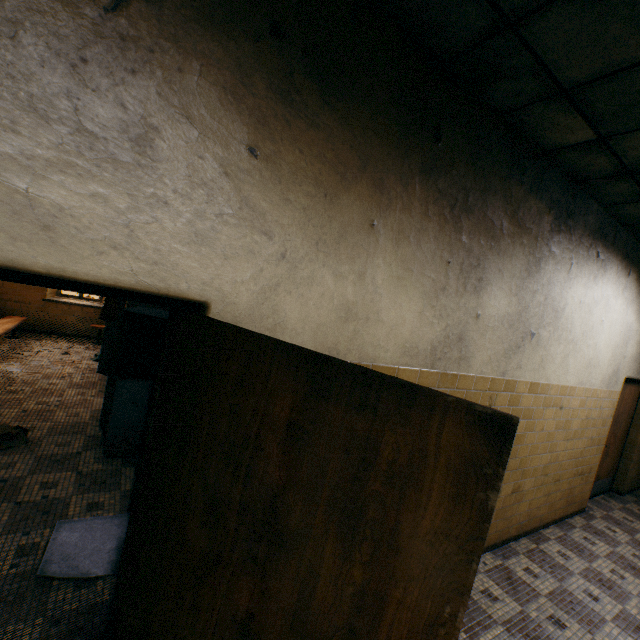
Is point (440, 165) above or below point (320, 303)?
above

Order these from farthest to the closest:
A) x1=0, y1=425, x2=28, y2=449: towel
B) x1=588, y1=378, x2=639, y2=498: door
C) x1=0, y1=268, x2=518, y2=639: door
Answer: x1=588, y1=378, x2=639, y2=498: door < x1=0, y1=425, x2=28, y2=449: towel < x1=0, y1=268, x2=518, y2=639: door

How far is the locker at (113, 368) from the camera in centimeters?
362cm

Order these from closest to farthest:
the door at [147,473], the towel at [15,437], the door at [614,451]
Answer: the door at [147,473] → the towel at [15,437] → the door at [614,451]

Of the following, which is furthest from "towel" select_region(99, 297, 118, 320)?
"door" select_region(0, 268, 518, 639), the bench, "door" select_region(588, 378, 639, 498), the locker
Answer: "door" select_region(588, 378, 639, 498)

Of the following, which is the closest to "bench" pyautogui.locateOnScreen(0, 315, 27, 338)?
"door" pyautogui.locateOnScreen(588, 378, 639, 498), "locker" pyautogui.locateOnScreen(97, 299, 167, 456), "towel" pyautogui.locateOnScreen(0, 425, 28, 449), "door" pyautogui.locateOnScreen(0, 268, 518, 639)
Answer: "locker" pyautogui.locateOnScreen(97, 299, 167, 456)

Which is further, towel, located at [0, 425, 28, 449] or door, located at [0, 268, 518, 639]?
towel, located at [0, 425, 28, 449]

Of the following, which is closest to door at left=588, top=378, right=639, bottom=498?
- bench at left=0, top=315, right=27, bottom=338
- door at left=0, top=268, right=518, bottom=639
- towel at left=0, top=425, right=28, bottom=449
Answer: door at left=0, top=268, right=518, bottom=639
